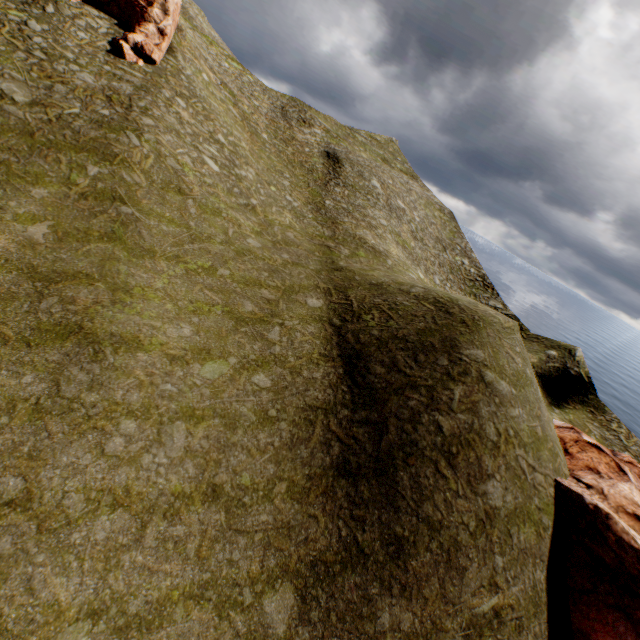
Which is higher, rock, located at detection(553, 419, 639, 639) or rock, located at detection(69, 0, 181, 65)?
rock, located at detection(69, 0, 181, 65)

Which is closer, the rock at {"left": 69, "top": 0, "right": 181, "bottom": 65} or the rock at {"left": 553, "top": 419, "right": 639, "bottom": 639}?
the rock at {"left": 553, "top": 419, "right": 639, "bottom": 639}

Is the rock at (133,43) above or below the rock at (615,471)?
above

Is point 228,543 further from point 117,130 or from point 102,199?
point 117,130

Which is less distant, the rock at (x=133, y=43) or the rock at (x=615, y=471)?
the rock at (x=615, y=471)
